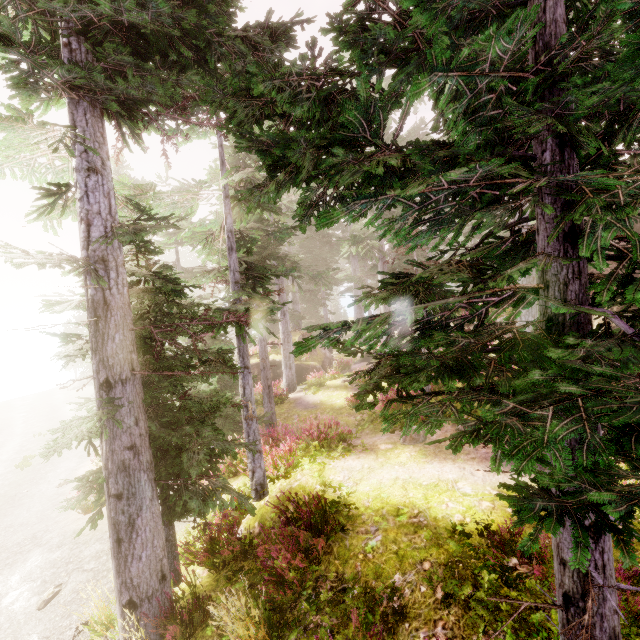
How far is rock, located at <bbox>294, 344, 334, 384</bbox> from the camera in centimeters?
2228cm

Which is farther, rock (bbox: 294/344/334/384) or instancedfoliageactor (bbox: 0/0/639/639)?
rock (bbox: 294/344/334/384)

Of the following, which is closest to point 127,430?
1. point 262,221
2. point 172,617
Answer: point 172,617

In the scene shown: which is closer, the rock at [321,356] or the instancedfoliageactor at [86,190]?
the instancedfoliageactor at [86,190]

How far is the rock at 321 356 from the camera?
22.28m

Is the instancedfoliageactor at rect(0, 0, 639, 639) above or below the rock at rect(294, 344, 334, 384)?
above
